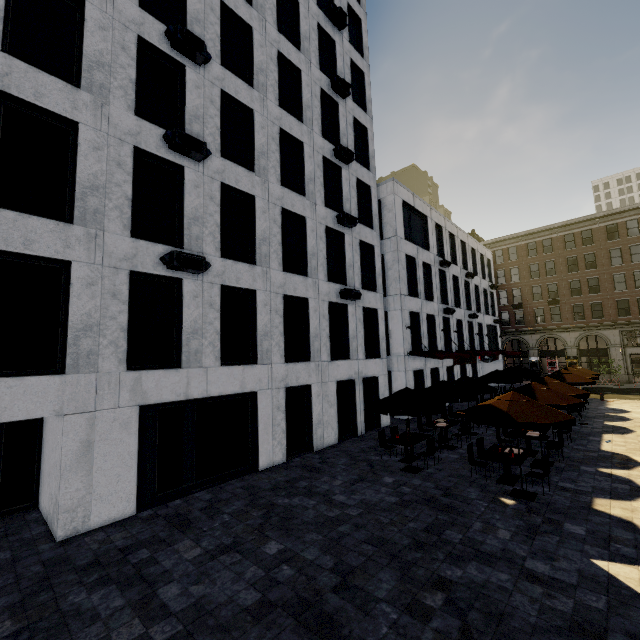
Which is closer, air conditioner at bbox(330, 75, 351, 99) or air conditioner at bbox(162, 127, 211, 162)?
air conditioner at bbox(162, 127, 211, 162)

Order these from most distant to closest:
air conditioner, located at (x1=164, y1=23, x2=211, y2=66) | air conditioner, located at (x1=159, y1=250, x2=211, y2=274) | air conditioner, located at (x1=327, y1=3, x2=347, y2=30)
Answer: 1. air conditioner, located at (x1=327, y1=3, x2=347, y2=30)
2. air conditioner, located at (x1=164, y1=23, x2=211, y2=66)
3. air conditioner, located at (x1=159, y1=250, x2=211, y2=274)

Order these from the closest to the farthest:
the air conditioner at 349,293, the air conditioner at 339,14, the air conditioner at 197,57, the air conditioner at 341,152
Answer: the air conditioner at 197,57 → the air conditioner at 349,293 → the air conditioner at 341,152 → the air conditioner at 339,14

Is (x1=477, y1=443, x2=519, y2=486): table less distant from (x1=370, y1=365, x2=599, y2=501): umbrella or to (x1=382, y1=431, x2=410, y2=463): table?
(x1=370, y1=365, x2=599, y2=501): umbrella

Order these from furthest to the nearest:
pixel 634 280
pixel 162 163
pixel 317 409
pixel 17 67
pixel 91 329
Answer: pixel 634 280, pixel 317 409, pixel 162 163, pixel 91 329, pixel 17 67

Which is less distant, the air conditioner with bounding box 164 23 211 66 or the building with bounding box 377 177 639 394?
the air conditioner with bounding box 164 23 211 66

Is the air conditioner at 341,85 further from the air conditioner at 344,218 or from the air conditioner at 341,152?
the air conditioner at 344,218

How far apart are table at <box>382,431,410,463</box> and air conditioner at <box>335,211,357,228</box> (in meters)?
10.81
